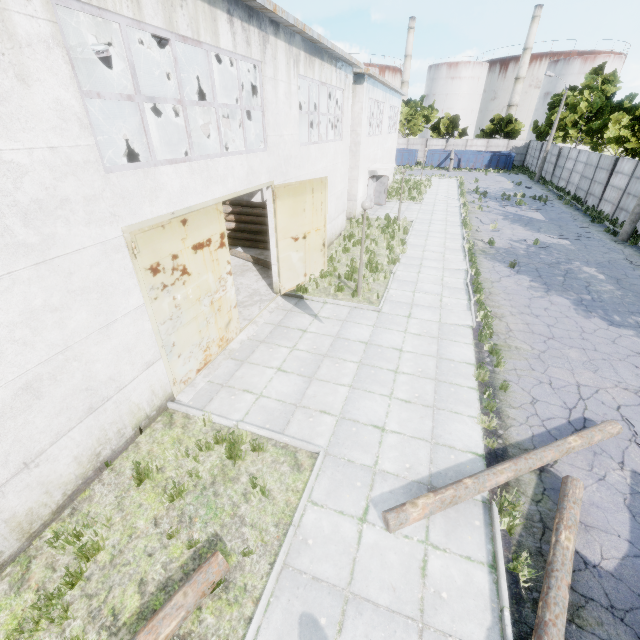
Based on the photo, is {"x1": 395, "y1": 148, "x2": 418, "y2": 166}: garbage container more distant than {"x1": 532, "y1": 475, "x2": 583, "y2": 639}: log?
Yes

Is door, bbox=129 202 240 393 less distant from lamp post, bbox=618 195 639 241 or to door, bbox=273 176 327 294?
door, bbox=273 176 327 294

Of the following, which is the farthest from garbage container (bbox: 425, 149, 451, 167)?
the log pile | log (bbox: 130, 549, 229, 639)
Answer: log (bbox: 130, 549, 229, 639)

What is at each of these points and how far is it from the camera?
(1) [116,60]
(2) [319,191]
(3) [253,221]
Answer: (1) roof support, 11.0 meters
(2) door, 11.7 meters
(3) log pile, 16.2 meters

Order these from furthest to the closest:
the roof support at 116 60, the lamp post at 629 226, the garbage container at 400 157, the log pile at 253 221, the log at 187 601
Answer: the garbage container at 400 157 → the lamp post at 629 226 → the log pile at 253 221 → the roof support at 116 60 → the log at 187 601

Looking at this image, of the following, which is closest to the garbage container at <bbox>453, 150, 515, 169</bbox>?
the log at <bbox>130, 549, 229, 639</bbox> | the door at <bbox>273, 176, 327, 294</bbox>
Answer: the door at <bbox>273, 176, 327, 294</bbox>

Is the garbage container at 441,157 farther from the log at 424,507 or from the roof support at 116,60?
the log at 424,507

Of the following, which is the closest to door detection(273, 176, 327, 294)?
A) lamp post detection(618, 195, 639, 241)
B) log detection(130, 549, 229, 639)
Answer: log detection(130, 549, 229, 639)
